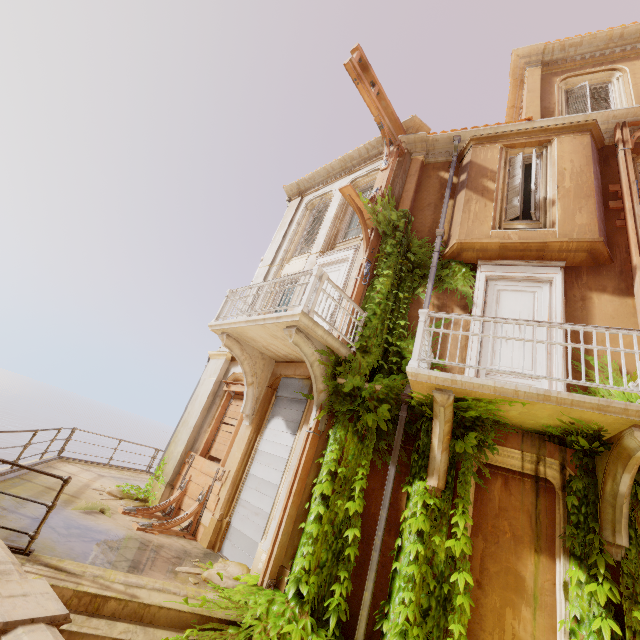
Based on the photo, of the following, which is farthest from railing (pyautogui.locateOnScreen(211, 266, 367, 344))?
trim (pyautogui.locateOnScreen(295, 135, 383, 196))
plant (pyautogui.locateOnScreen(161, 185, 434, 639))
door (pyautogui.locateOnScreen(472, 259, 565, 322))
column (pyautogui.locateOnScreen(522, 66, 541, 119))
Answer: column (pyautogui.locateOnScreen(522, 66, 541, 119))

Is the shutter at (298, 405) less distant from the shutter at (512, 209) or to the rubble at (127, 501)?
the rubble at (127, 501)

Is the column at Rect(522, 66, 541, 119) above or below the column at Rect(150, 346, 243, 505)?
above

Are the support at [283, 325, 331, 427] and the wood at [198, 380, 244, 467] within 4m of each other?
yes

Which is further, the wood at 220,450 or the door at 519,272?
the wood at 220,450

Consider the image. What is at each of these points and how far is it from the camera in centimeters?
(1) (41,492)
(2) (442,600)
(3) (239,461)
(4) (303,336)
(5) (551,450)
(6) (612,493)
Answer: (1) building, 705cm
(2) plant, 474cm
(3) column, 795cm
(4) support, 641cm
(5) column, 521cm
(6) support, 444cm

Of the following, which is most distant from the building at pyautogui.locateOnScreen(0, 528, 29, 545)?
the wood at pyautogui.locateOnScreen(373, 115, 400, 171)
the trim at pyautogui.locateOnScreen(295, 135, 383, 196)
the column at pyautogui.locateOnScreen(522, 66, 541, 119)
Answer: the column at pyautogui.locateOnScreen(522, 66, 541, 119)

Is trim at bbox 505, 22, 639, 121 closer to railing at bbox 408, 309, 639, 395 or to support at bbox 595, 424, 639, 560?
railing at bbox 408, 309, 639, 395
